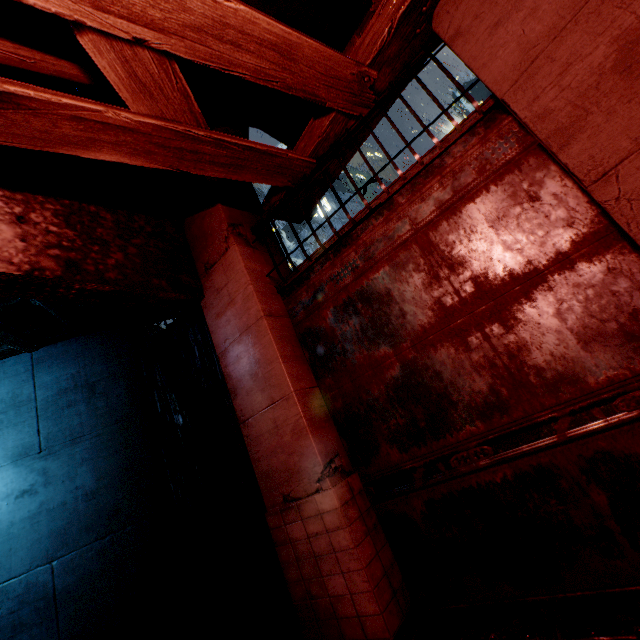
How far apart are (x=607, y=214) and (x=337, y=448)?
3.5m
